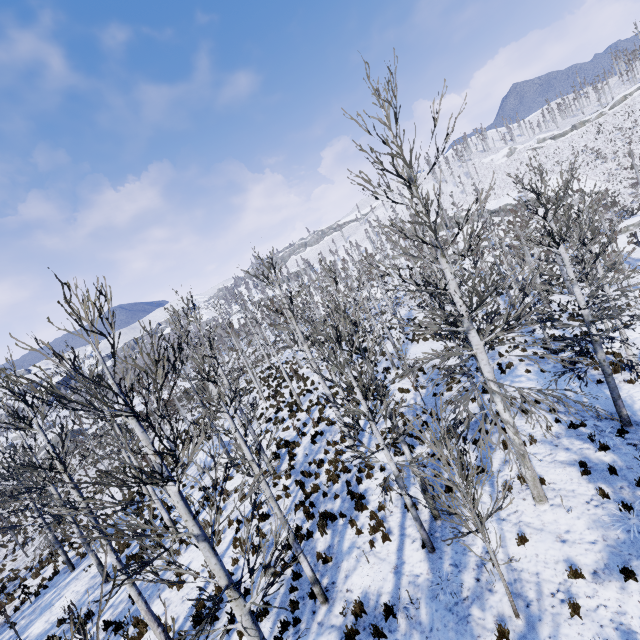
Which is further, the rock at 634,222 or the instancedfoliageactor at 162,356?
the rock at 634,222

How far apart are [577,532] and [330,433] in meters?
10.6

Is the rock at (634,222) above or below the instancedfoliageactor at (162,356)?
below

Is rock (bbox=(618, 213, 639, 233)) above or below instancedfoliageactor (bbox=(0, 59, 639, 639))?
below

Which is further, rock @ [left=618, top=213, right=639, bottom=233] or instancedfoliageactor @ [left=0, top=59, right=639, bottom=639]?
rock @ [left=618, top=213, right=639, bottom=233]
